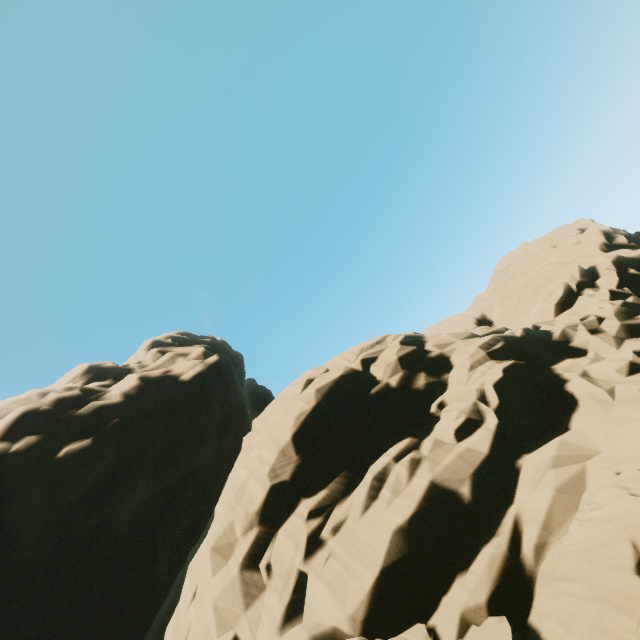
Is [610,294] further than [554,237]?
No
